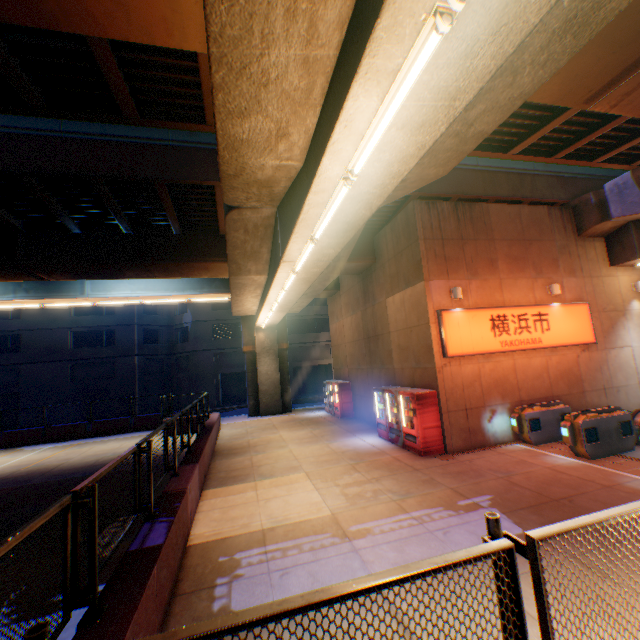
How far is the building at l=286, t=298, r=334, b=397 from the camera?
34.8m

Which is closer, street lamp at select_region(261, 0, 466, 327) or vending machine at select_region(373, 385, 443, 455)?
street lamp at select_region(261, 0, 466, 327)

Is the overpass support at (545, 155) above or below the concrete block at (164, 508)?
above

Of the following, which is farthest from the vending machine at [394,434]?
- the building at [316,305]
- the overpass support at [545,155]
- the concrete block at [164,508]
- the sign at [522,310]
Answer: the building at [316,305]

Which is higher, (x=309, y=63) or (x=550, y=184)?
(x=550, y=184)

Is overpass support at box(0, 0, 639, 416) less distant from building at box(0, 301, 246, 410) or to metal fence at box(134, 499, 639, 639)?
metal fence at box(134, 499, 639, 639)

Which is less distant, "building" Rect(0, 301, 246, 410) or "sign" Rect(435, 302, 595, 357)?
"sign" Rect(435, 302, 595, 357)

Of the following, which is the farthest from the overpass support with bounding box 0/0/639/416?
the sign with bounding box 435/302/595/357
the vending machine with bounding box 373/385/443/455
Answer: the vending machine with bounding box 373/385/443/455
